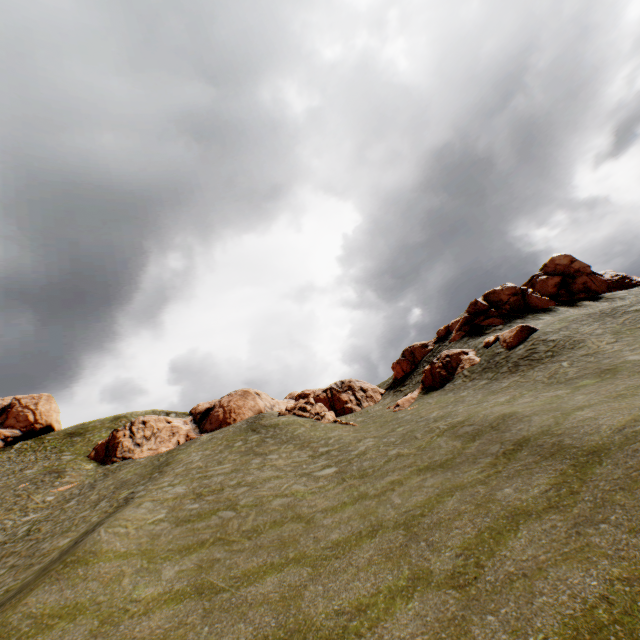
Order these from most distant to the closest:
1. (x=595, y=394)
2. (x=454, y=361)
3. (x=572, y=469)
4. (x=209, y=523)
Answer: (x=454, y=361)
(x=209, y=523)
(x=595, y=394)
(x=572, y=469)

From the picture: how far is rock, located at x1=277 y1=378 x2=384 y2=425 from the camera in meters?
36.1 m

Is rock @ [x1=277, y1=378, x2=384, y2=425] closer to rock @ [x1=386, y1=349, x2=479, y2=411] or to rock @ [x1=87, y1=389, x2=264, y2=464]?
rock @ [x1=386, y1=349, x2=479, y2=411]

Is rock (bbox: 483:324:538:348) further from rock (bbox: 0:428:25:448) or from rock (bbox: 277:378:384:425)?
rock (bbox: 0:428:25:448)

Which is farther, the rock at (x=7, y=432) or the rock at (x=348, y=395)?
the rock at (x=7, y=432)

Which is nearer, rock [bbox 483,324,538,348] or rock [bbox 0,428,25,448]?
rock [bbox 483,324,538,348]

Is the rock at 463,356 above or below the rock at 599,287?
below

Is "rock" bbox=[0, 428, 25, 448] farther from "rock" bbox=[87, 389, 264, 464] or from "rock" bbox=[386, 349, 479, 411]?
"rock" bbox=[87, 389, 264, 464]
